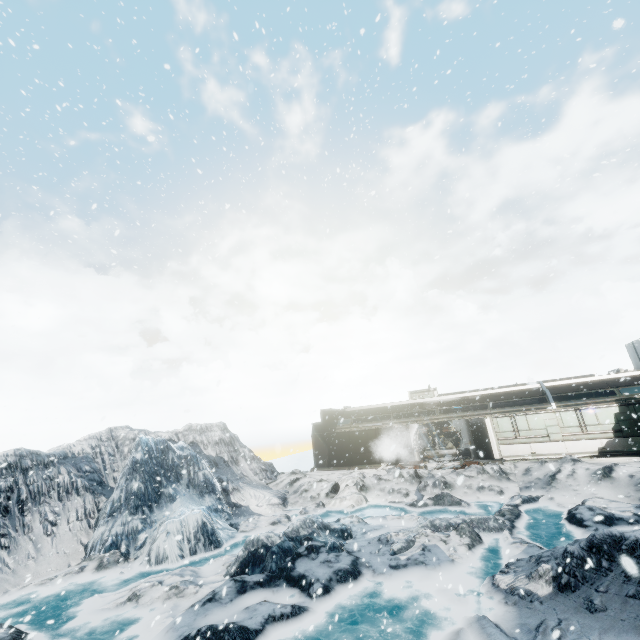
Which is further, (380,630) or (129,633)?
(129,633)
